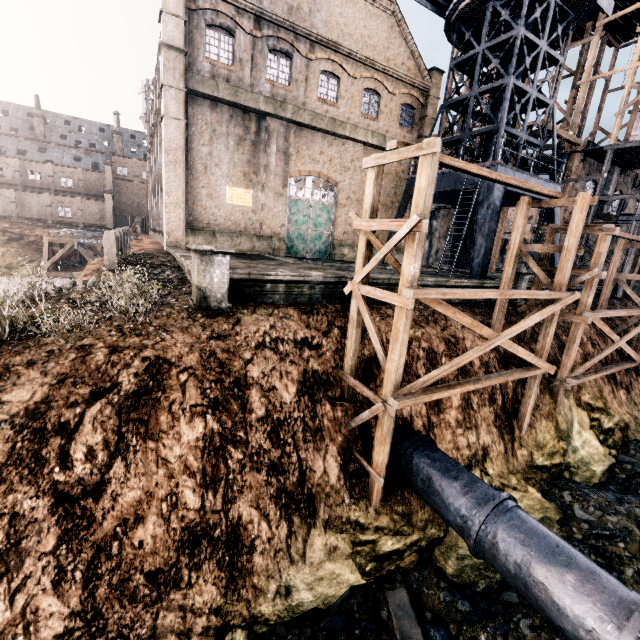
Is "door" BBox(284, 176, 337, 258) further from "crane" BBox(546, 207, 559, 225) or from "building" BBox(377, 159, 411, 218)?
"crane" BBox(546, 207, 559, 225)

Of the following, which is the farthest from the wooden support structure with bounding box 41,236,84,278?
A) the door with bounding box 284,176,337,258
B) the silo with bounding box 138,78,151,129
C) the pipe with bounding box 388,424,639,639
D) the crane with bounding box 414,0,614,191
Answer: the pipe with bounding box 388,424,639,639

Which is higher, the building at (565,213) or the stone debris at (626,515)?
the building at (565,213)

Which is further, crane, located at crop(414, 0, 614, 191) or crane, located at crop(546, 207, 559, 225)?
crane, located at crop(546, 207, 559, 225)

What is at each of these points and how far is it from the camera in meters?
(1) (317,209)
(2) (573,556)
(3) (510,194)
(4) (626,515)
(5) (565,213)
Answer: (1) door, 24.9
(2) pipe, 7.1
(3) crane, 25.1
(4) stone debris, 11.9
(5) building, 28.4

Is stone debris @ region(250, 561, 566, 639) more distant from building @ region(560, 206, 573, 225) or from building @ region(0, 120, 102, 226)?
building @ region(0, 120, 102, 226)

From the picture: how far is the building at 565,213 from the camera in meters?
28.3 m

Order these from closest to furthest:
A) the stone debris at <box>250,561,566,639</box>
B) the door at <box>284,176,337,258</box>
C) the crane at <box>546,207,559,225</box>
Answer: the stone debris at <box>250,561,566,639</box> < the crane at <box>546,207,559,225</box> < the door at <box>284,176,337,258</box>
